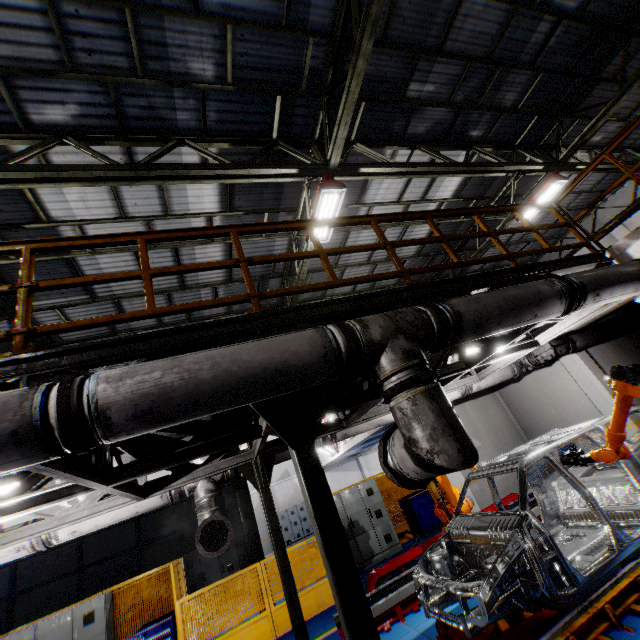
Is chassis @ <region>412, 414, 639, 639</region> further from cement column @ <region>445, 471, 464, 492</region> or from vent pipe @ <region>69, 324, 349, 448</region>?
cement column @ <region>445, 471, 464, 492</region>

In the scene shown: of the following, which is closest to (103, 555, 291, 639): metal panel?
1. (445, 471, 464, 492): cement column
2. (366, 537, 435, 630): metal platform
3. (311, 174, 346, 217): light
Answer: (445, 471, 464, 492): cement column

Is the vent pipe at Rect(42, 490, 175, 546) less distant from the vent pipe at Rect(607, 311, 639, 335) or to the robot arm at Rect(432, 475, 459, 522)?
the robot arm at Rect(432, 475, 459, 522)

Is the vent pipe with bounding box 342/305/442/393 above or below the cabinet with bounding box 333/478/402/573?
above

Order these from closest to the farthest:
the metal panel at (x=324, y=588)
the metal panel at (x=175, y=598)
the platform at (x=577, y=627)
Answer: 1. the platform at (x=577, y=627)
2. the metal panel at (x=175, y=598)
3. the metal panel at (x=324, y=588)

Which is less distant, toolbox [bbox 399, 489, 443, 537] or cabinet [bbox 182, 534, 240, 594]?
toolbox [bbox 399, 489, 443, 537]

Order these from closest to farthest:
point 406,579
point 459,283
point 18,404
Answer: point 18,404, point 459,283, point 406,579

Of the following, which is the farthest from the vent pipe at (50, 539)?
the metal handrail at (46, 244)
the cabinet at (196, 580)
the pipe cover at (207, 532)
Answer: the cabinet at (196, 580)
